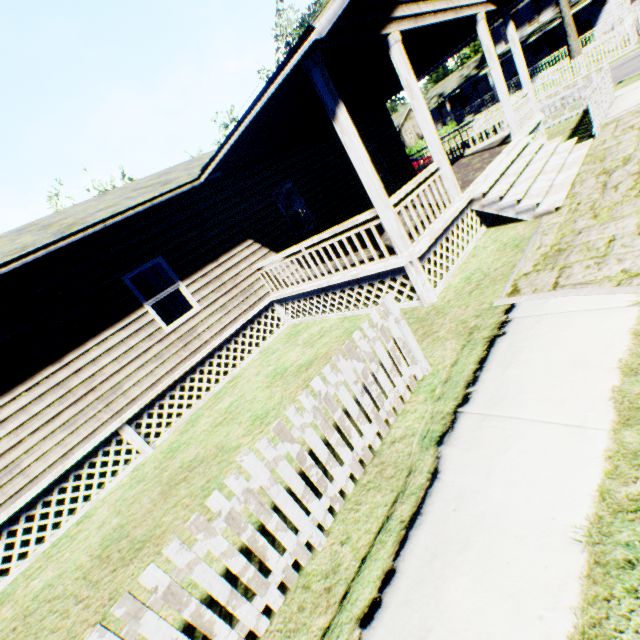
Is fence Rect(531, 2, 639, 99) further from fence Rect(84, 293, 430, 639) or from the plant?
fence Rect(84, 293, 430, 639)

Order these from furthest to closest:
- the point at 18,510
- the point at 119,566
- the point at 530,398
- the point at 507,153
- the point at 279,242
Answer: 1. the point at 279,242
2. the point at 507,153
3. the point at 18,510
4. the point at 119,566
5. the point at 530,398

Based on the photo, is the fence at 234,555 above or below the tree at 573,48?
below

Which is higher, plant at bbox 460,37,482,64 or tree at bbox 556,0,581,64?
plant at bbox 460,37,482,64

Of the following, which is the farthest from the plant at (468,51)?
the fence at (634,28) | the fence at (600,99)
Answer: the fence at (600,99)

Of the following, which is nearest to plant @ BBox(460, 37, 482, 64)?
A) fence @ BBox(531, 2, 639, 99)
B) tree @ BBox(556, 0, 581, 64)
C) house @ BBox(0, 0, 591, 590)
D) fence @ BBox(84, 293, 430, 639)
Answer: fence @ BBox(531, 2, 639, 99)

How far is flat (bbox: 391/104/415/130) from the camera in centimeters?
4672cm

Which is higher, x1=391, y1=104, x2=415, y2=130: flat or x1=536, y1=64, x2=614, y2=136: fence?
x1=391, y1=104, x2=415, y2=130: flat
